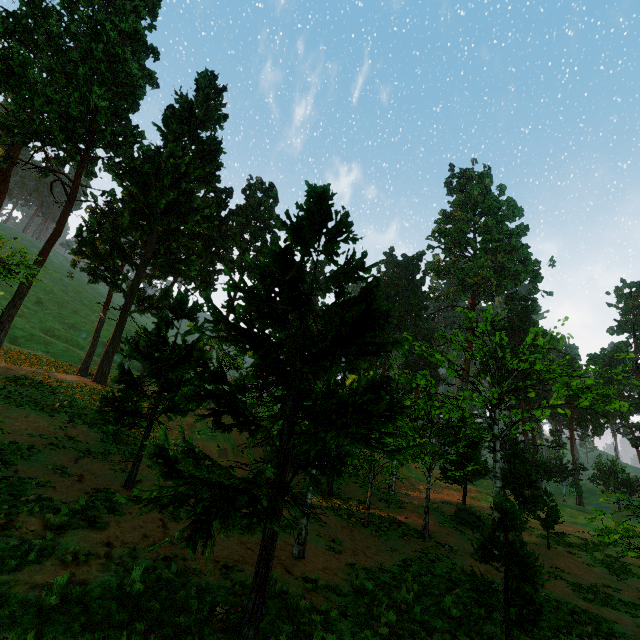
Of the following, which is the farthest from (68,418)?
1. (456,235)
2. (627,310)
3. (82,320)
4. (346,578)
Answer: (627,310)

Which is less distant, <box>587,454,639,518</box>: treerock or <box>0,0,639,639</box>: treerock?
<box>0,0,639,639</box>: treerock

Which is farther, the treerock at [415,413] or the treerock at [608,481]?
the treerock at [608,481]
